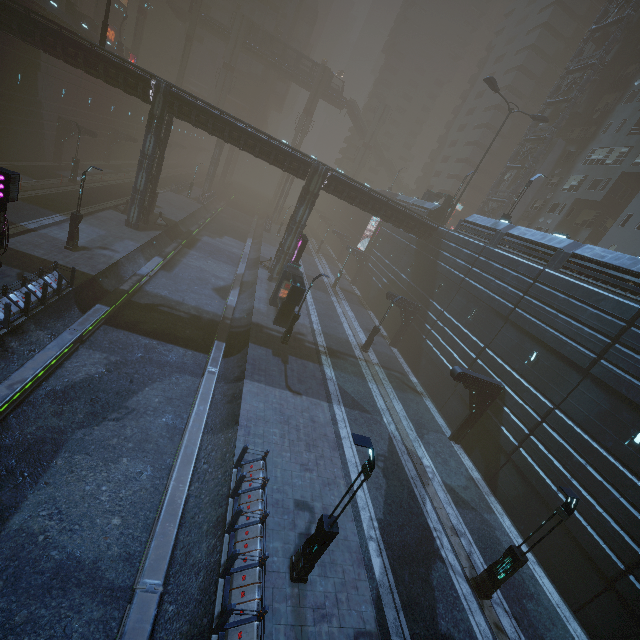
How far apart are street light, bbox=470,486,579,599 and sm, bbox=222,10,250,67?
74.93m

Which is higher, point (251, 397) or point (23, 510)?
point (251, 397)

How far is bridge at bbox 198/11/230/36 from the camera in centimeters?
5817cm

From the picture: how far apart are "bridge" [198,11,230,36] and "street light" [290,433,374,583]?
77.8m

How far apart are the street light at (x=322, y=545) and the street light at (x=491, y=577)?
6.7 meters

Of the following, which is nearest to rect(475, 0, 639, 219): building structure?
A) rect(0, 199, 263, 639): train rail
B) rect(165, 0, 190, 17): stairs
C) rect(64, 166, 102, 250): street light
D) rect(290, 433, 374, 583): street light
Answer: rect(0, 199, 263, 639): train rail

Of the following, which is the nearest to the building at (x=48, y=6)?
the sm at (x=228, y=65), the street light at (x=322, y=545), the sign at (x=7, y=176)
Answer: the sign at (x=7, y=176)

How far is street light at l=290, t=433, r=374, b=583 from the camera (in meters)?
7.97
